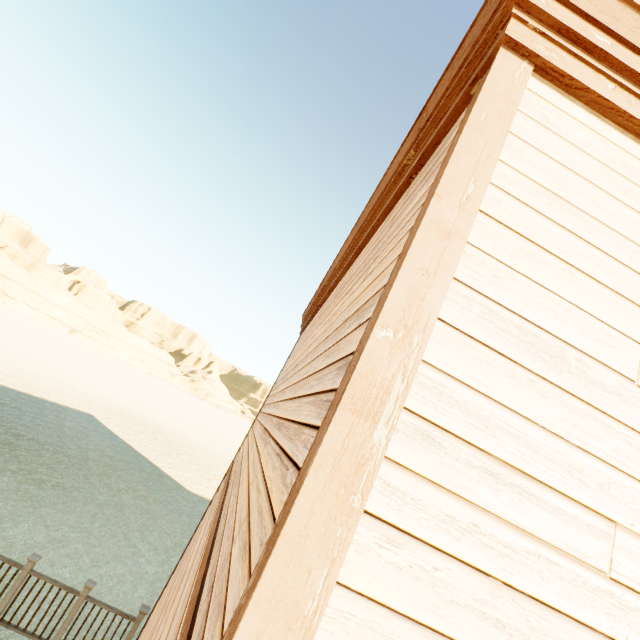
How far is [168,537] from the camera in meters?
10.4 m
